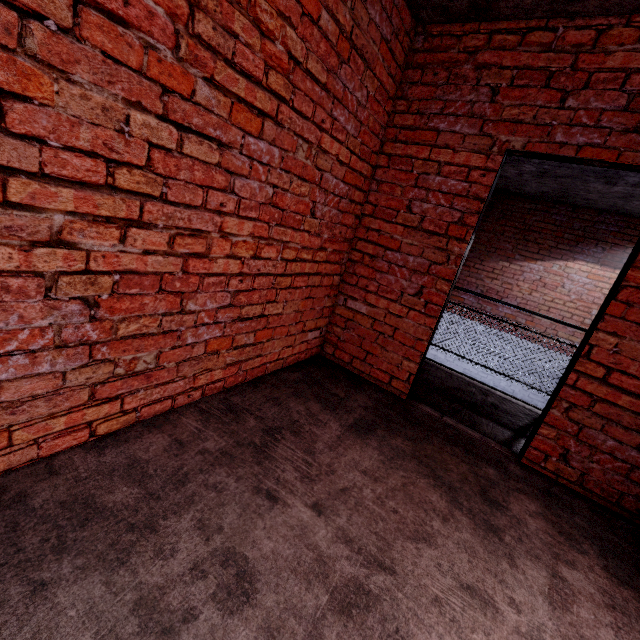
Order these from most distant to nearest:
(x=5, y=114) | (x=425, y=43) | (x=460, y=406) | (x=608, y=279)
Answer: (x=608, y=279) < (x=460, y=406) < (x=425, y=43) < (x=5, y=114)
